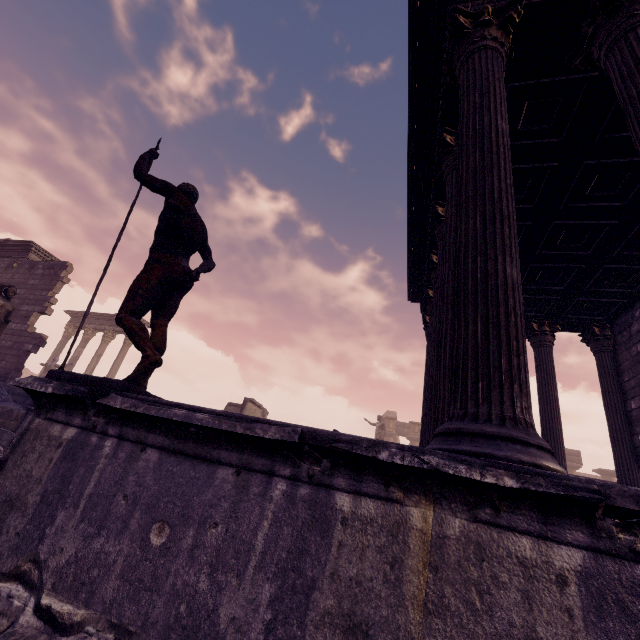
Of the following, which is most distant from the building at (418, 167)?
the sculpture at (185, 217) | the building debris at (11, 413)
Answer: the building debris at (11, 413)

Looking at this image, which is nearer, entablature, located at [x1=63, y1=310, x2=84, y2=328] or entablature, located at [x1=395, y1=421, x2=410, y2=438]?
entablature, located at [x1=63, y1=310, x2=84, y2=328]

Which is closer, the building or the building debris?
the building

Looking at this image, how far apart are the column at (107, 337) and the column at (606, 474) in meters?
35.1 m

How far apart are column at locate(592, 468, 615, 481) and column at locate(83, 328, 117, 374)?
35.1m

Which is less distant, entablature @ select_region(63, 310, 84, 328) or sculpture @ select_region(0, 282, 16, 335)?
sculpture @ select_region(0, 282, 16, 335)

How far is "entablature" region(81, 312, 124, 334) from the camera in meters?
20.1

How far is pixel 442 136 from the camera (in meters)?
4.90
